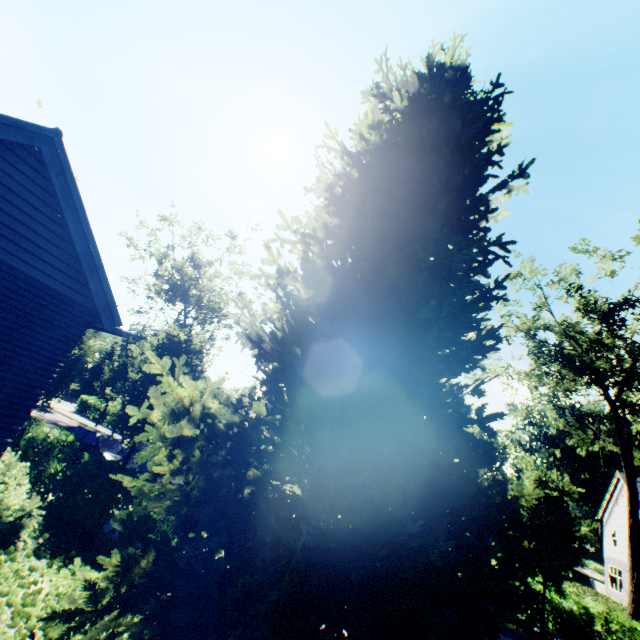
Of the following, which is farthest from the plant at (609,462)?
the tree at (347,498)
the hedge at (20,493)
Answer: the hedge at (20,493)

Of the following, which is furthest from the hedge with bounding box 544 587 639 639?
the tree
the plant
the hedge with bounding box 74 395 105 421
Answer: the hedge with bounding box 74 395 105 421

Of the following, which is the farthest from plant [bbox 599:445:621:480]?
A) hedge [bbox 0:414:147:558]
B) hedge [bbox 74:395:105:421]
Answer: hedge [bbox 0:414:147:558]

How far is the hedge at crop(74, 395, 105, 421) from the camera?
31.5 meters

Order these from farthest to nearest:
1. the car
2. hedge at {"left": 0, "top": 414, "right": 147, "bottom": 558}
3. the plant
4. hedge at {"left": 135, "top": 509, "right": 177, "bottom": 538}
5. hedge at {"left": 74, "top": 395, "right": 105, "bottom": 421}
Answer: the plant
hedge at {"left": 74, "top": 395, "right": 105, "bottom": 421}
the car
hedge at {"left": 135, "top": 509, "right": 177, "bottom": 538}
hedge at {"left": 0, "top": 414, "right": 147, "bottom": 558}

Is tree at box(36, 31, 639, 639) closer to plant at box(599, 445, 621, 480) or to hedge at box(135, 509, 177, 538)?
plant at box(599, 445, 621, 480)

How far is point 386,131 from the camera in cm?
649

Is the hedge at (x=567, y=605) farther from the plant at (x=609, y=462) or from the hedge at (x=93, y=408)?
the hedge at (x=93, y=408)
